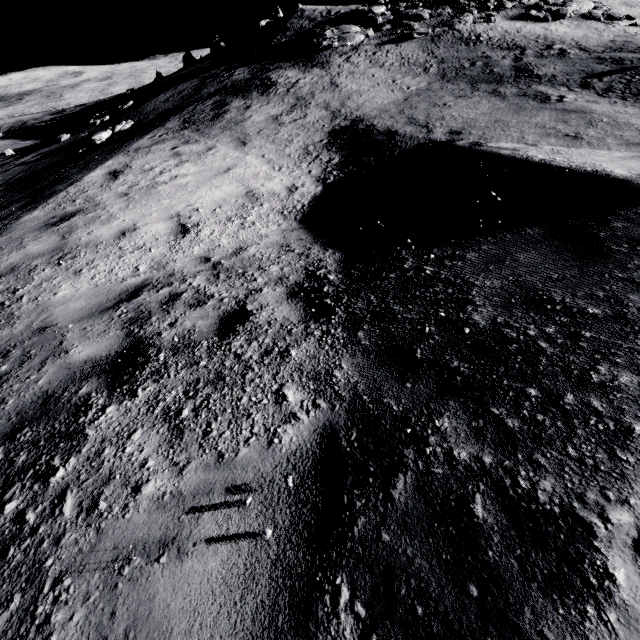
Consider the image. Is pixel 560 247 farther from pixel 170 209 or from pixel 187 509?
pixel 170 209
